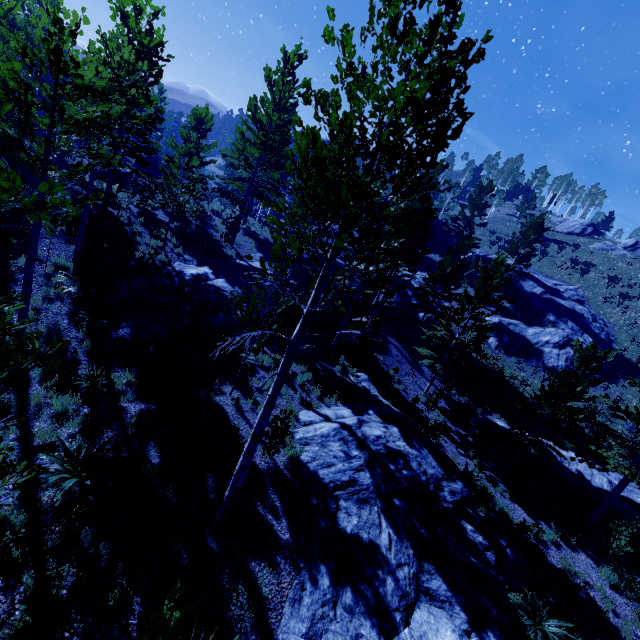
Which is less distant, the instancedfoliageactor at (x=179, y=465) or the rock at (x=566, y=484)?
the instancedfoliageactor at (x=179, y=465)

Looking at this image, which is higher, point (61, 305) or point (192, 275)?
point (192, 275)

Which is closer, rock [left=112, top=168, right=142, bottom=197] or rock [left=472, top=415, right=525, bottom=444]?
rock [left=472, top=415, right=525, bottom=444]

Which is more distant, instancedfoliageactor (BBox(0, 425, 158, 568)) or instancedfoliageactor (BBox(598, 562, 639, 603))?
instancedfoliageactor (BBox(598, 562, 639, 603))

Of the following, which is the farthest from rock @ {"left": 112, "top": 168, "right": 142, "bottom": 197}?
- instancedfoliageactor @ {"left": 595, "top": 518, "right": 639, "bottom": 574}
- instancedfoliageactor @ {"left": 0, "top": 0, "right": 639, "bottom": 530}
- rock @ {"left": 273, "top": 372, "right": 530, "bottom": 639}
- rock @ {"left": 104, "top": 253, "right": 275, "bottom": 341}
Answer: instancedfoliageactor @ {"left": 595, "top": 518, "right": 639, "bottom": 574}

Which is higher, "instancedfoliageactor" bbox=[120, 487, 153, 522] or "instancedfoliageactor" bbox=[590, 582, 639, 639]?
"instancedfoliageactor" bbox=[120, 487, 153, 522]

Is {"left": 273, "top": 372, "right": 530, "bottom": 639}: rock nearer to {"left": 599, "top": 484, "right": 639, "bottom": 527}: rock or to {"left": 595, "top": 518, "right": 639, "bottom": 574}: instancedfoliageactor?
{"left": 595, "top": 518, "right": 639, "bottom": 574}: instancedfoliageactor

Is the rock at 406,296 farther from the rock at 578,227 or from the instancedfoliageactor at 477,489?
the rock at 578,227
